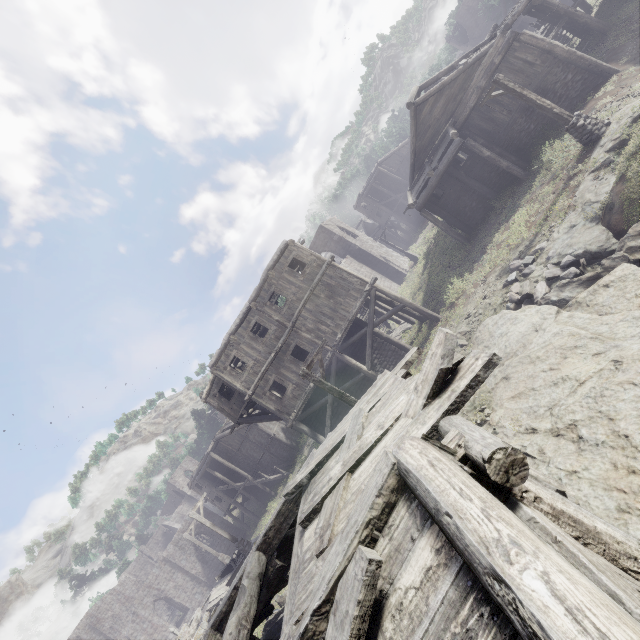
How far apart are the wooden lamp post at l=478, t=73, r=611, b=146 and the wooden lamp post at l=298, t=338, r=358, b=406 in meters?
12.8 m

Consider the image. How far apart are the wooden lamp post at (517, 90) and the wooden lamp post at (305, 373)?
12.77m

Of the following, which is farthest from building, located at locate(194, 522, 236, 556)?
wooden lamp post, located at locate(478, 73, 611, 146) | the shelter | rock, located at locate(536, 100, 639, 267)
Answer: rock, located at locate(536, 100, 639, 267)

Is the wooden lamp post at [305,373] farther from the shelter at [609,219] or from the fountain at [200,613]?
the fountain at [200,613]

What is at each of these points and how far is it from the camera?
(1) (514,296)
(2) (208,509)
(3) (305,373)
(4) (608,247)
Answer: (1) rubble, 11.91m
(2) building, 42.00m
(3) wooden lamp post, 10.80m
(4) rock, 9.88m

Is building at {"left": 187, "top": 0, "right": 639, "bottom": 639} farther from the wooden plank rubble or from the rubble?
the rubble

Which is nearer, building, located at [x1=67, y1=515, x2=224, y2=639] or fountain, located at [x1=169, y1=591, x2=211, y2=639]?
fountain, located at [x1=169, y1=591, x2=211, y2=639]

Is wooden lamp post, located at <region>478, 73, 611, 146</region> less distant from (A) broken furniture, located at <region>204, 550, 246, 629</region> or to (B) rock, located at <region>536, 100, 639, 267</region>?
(B) rock, located at <region>536, 100, 639, 267</region>
